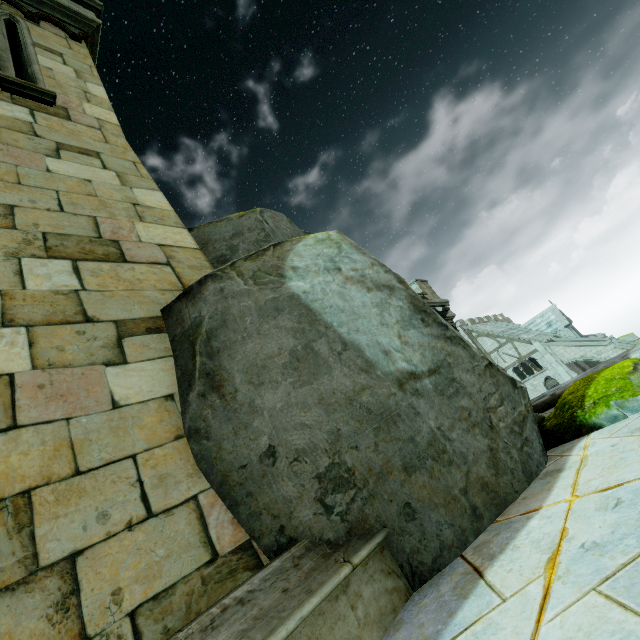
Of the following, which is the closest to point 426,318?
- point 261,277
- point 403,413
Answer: point 403,413

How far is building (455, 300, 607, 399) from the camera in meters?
34.7

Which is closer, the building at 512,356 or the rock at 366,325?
the rock at 366,325

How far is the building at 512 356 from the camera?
34.7m

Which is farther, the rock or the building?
the building
